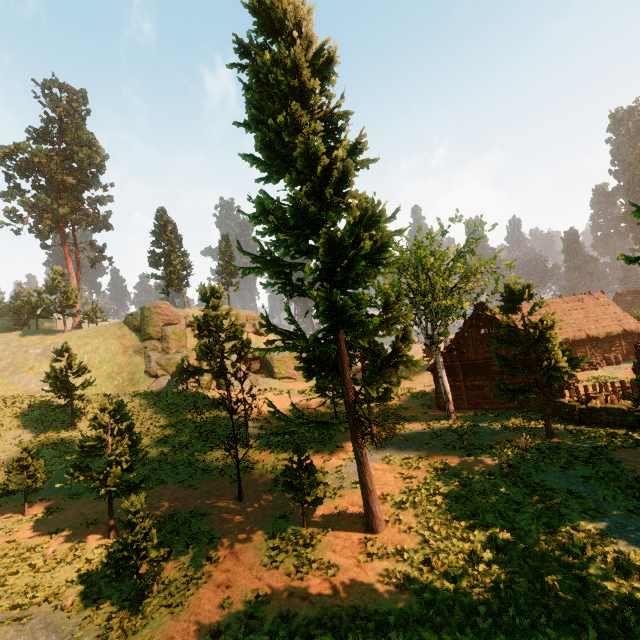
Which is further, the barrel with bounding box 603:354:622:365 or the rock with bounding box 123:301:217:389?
the rock with bounding box 123:301:217:389

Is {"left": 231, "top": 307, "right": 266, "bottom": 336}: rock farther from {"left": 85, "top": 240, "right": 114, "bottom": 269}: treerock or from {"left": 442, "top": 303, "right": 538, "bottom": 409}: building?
{"left": 442, "top": 303, "right": 538, "bottom": 409}: building

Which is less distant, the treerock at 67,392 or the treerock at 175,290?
the treerock at 67,392

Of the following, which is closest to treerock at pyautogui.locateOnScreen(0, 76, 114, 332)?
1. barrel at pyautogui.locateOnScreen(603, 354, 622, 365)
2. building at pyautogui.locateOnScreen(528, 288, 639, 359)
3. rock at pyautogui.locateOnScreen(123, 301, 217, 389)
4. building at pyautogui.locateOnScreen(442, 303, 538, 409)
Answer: building at pyautogui.locateOnScreen(528, 288, 639, 359)

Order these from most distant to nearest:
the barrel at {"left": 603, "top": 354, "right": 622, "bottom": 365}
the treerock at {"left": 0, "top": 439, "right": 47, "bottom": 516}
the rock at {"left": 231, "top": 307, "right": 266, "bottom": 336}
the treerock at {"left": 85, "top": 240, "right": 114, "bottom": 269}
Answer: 1. the rock at {"left": 231, "top": 307, "right": 266, "bottom": 336}
2. the treerock at {"left": 85, "top": 240, "right": 114, "bottom": 269}
3. the barrel at {"left": 603, "top": 354, "right": 622, "bottom": 365}
4. the treerock at {"left": 0, "top": 439, "right": 47, "bottom": 516}

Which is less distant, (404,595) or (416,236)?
(404,595)

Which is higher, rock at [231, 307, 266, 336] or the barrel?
rock at [231, 307, 266, 336]

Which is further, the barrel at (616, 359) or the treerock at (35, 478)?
the barrel at (616, 359)
